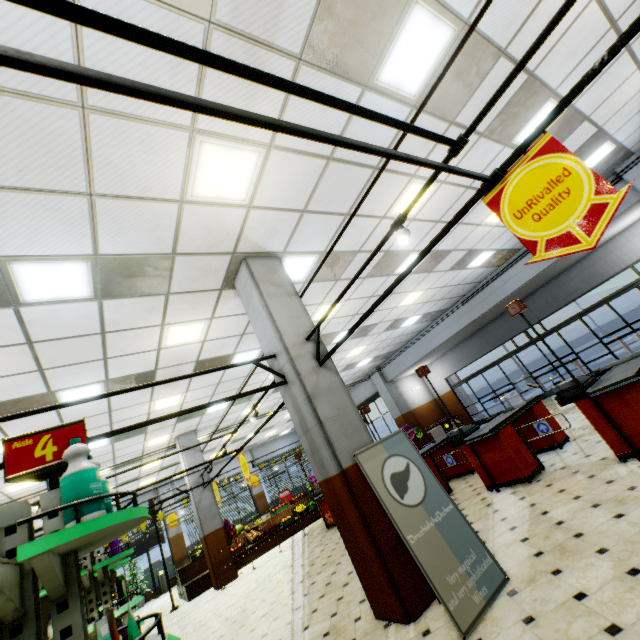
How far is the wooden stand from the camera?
10.73m

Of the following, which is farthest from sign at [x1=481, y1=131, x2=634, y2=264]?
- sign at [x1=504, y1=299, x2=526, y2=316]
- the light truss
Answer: sign at [x1=504, y1=299, x2=526, y2=316]

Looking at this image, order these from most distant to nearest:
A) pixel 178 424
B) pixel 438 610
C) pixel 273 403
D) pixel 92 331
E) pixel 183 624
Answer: pixel 273 403 < pixel 178 424 < pixel 183 624 < pixel 92 331 < pixel 438 610

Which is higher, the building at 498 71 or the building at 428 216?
the building at 428 216

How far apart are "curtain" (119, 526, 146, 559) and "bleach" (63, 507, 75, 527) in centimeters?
2066cm

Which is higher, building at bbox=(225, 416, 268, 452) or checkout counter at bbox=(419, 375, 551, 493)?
building at bbox=(225, 416, 268, 452)

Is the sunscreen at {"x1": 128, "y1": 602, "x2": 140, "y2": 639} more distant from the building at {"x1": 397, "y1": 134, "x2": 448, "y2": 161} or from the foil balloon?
the foil balloon

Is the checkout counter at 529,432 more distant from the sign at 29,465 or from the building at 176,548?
the sign at 29,465
